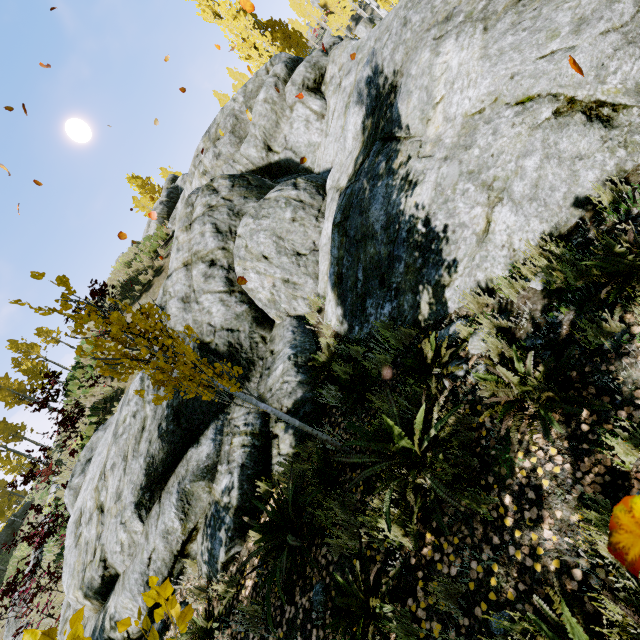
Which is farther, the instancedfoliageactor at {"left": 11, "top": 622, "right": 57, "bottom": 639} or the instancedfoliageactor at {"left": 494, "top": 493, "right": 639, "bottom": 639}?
the instancedfoliageactor at {"left": 494, "top": 493, "right": 639, "bottom": 639}

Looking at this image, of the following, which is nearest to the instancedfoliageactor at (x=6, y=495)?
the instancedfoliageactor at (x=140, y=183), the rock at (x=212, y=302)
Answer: the rock at (x=212, y=302)

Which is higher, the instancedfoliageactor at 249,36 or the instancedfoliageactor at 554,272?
the instancedfoliageactor at 249,36

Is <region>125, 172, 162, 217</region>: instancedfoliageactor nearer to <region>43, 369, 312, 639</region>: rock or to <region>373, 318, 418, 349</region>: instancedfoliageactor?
<region>373, 318, 418, 349</region>: instancedfoliageactor

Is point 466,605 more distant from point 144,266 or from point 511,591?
point 144,266

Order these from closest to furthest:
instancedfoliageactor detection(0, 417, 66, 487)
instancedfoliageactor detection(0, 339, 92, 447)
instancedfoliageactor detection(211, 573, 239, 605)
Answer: instancedfoliageactor detection(211, 573, 239, 605) → instancedfoliageactor detection(0, 339, 92, 447) → instancedfoliageactor detection(0, 417, 66, 487)

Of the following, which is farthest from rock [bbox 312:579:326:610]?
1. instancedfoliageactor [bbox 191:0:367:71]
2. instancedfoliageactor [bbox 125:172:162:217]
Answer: instancedfoliageactor [bbox 125:172:162:217]
